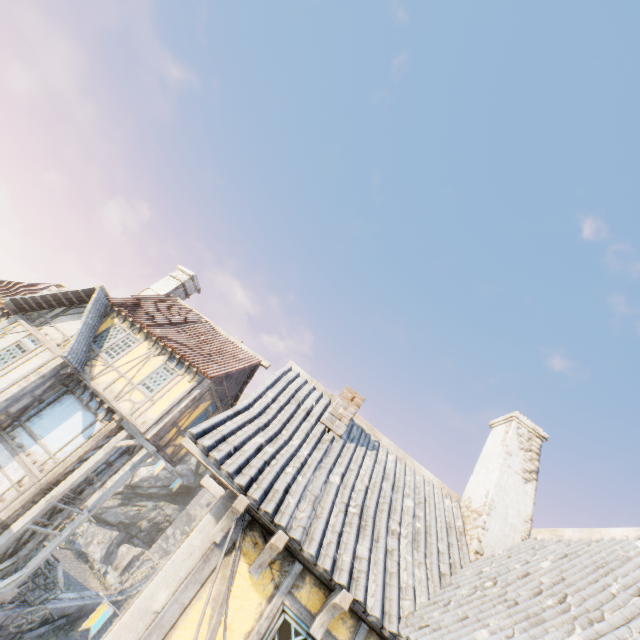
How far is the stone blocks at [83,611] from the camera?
15.13m

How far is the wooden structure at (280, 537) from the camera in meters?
3.9 m

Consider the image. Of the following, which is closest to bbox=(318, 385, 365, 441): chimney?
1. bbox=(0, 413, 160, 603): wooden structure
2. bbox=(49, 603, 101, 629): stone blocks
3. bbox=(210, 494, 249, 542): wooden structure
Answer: bbox=(210, 494, 249, 542): wooden structure

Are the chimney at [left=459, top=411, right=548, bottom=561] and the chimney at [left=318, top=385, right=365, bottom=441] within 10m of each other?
yes

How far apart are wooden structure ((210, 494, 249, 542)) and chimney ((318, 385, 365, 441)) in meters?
2.6

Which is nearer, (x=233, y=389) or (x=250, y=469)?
(x=250, y=469)

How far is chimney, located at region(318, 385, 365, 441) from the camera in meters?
6.6

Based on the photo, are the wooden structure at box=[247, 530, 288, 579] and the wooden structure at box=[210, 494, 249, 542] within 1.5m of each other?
yes
